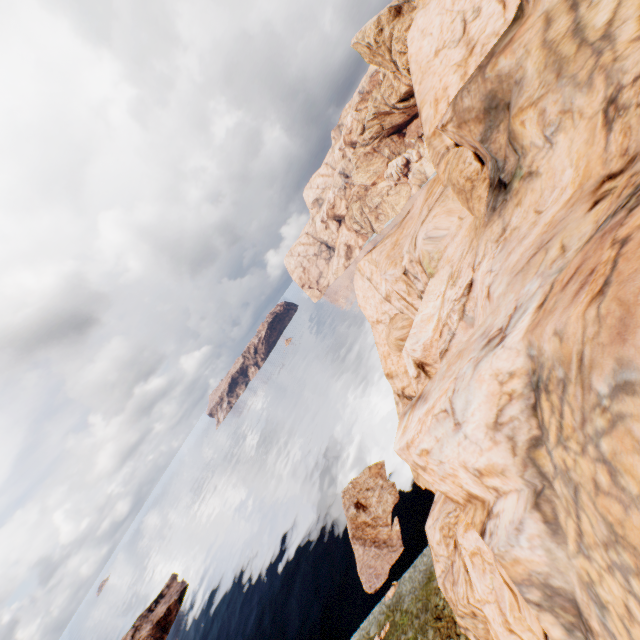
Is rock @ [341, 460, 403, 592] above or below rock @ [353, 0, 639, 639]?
below

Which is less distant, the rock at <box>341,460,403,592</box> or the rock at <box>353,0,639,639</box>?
the rock at <box>353,0,639,639</box>

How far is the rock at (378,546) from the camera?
33.2m

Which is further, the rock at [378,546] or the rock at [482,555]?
the rock at [378,546]

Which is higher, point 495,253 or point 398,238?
point 495,253

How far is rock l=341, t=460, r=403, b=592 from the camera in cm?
3322
